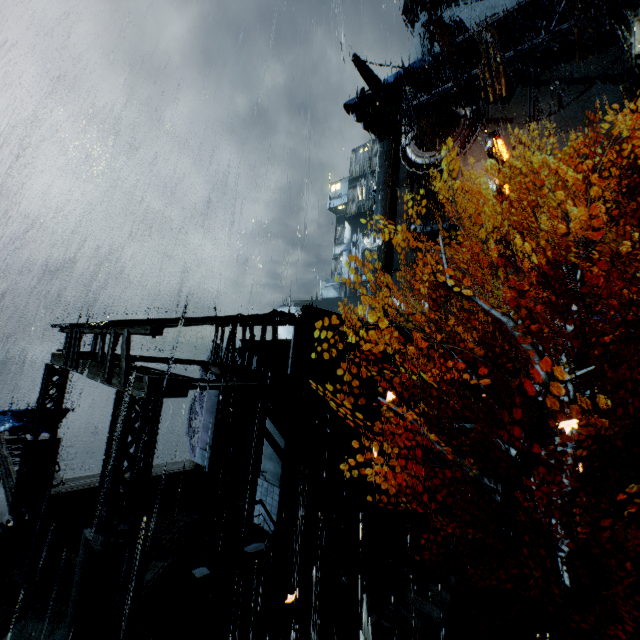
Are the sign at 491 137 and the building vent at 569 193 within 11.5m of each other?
yes

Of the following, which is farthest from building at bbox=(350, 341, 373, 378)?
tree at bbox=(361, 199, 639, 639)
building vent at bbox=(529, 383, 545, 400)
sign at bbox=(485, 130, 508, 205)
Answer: tree at bbox=(361, 199, 639, 639)

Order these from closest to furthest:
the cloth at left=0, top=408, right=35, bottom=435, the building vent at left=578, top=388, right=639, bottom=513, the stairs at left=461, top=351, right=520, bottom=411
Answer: the building vent at left=578, top=388, right=639, bottom=513 < the cloth at left=0, top=408, right=35, bottom=435 < the stairs at left=461, top=351, right=520, bottom=411

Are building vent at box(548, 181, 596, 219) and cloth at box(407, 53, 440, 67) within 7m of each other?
no

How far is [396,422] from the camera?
18.86m

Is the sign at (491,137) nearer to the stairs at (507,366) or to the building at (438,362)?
the building at (438,362)

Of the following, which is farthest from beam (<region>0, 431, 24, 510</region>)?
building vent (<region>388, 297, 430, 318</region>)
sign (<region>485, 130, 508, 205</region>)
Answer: sign (<region>485, 130, 508, 205</region>)

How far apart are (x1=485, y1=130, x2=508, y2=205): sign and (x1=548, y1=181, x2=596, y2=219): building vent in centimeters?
370cm
